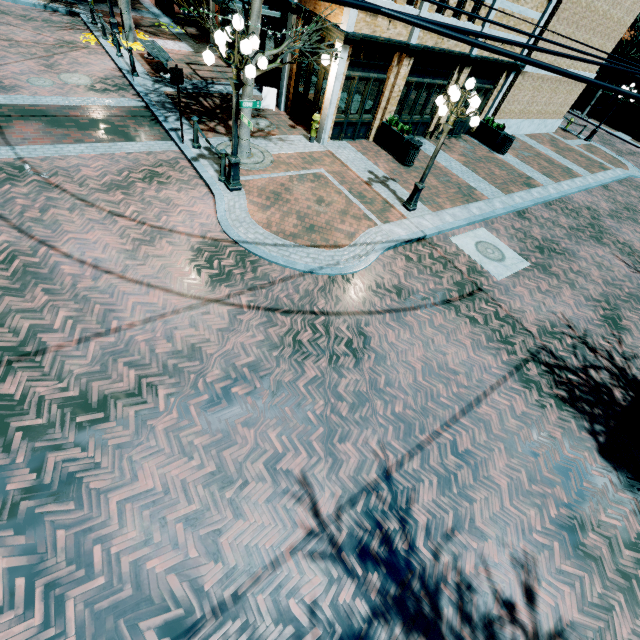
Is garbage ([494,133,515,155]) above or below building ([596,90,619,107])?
below

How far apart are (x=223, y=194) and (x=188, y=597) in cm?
852

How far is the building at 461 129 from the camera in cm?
1667

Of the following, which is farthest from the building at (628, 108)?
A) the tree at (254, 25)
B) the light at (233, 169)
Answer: the light at (233, 169)

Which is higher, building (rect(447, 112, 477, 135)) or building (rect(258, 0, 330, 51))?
building (rect(258, 0, 330, 51))

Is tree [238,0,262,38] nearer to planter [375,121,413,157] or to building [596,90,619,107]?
building [596,90,619,107]

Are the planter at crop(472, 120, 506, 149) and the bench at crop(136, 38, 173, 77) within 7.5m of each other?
no

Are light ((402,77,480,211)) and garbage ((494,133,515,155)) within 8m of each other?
no
